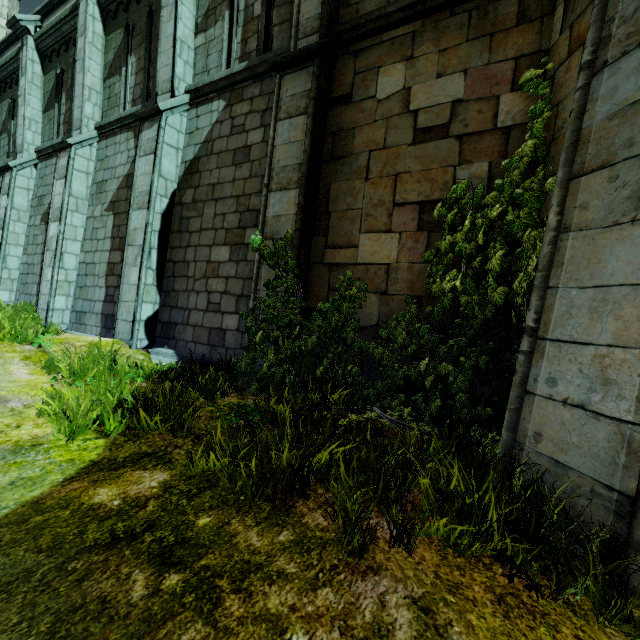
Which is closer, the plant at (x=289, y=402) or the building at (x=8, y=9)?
the plant at (x=289, y=402)

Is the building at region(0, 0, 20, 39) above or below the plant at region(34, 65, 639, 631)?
above

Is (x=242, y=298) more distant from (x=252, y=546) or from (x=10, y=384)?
(x=252, y=546)

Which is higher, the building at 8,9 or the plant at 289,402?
the building at 8,9

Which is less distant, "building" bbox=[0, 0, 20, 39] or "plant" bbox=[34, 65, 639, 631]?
"plant" bbox=[34, 65, 639, 631]
